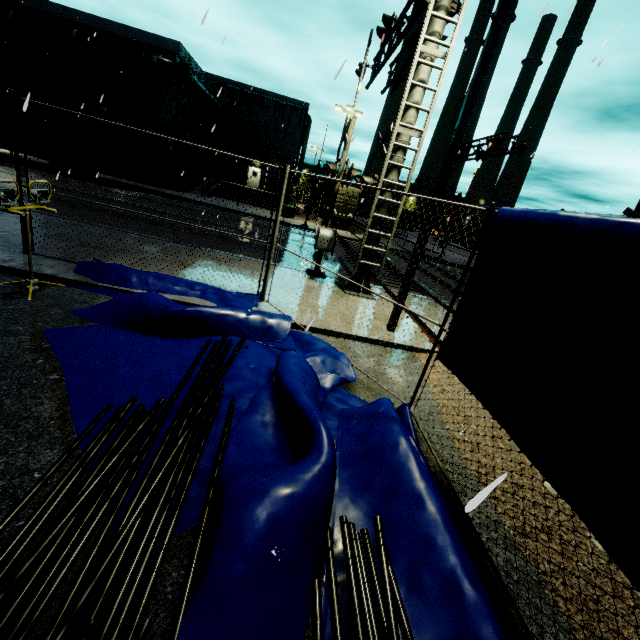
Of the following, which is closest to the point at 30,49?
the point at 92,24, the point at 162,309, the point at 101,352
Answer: the point at 92,24

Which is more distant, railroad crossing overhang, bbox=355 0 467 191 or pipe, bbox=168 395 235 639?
railroad crossing overhang, bbox=355 0 467 191

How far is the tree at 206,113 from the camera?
34.5 meters

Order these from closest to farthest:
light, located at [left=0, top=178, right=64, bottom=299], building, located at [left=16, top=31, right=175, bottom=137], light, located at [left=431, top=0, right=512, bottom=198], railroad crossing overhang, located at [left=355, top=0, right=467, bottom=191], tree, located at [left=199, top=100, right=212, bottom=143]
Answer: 1. light, located at [left=0, top=178, right=64, bottom=299]
2. light, located at [left=431, top=0, right=512, bottom=198]
3. railroad crossing overhang, located at [left=355, top=0, right=467, bottom=191]
4. building, located at [left=16, top=31, right=175, bottom=137]
5. tree, located at [left=199, top=100, right=212, bottom=143]

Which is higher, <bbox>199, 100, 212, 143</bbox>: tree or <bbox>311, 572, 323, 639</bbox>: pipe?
<bbox>199, 100, 212, 143</bbox>: tree

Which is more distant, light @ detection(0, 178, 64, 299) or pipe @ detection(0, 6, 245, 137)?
pipe @ detection(0, 6, 245, 137)

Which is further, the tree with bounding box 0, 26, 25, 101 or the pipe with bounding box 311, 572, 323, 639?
the tree with bounding box 0, 26, 25, 101

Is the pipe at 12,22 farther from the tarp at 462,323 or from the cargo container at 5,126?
the tarp at 462,323
